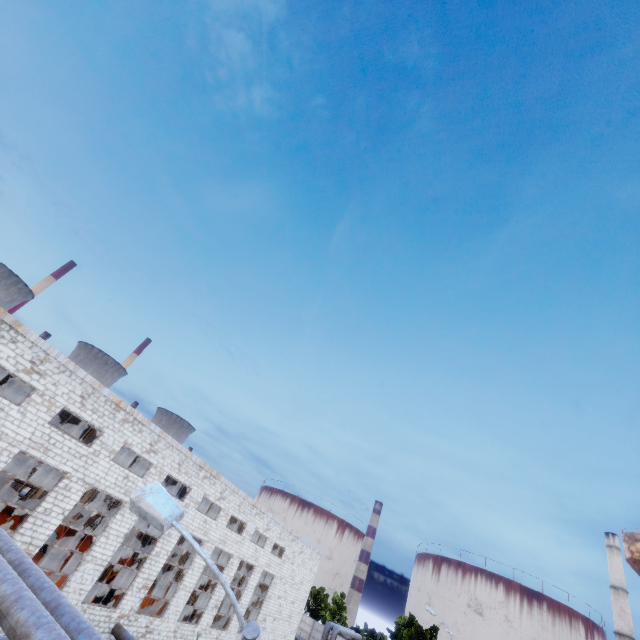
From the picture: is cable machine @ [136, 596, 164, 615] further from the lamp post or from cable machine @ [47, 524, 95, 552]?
the lamp post

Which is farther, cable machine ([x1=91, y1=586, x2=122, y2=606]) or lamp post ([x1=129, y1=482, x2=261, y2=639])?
cable machine ([x1=91, y1=586, x2=122, y2=606])

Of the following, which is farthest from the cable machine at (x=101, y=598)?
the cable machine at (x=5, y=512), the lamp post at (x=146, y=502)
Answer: the lamp post at (x=146, y=502)

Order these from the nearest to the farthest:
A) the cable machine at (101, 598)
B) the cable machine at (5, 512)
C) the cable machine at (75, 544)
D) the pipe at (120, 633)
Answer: the pipe at (120, 633) → the cable machine at (101, 598) → the cable machine at (5, 512) → the cable machine at (75, 544)

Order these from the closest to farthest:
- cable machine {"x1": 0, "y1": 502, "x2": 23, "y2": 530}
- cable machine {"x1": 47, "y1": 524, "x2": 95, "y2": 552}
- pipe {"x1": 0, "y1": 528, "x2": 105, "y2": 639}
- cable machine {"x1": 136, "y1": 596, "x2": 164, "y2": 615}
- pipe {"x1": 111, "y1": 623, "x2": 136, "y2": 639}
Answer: pipe {"x1": 0, "y1": 528, "x2": 105, "y2": 639}, pipe {"x1": 111, "y1": 623, "x2": 136, "y2": 639}, cable machine {"x1": 136, "y1": 596, "x2": 164, "y2": 615}, cable machine {"x1": 0, "y1": 502, "x2": 23, "y2": 530}, cable machine {"x1": 47, "y1": 524, "x2": 95, "y2": 552}

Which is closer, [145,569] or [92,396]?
[92,396]

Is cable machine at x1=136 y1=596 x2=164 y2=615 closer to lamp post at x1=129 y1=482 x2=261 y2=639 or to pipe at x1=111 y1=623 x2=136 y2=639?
pipe at x1=111 y1=623 x2=136 y2=639
